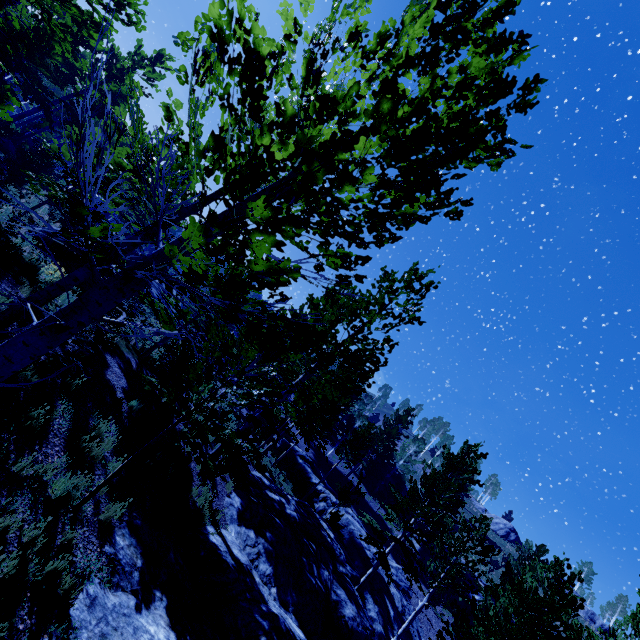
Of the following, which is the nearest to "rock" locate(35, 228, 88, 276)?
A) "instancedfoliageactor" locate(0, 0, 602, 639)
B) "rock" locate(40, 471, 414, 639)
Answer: "instancedfoliageactor" locate(0, 0, 602, 639)

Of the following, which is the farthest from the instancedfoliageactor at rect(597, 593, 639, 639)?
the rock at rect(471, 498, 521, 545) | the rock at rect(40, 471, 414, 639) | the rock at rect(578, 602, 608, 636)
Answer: the rock at rect(471, 498, 521, 545)

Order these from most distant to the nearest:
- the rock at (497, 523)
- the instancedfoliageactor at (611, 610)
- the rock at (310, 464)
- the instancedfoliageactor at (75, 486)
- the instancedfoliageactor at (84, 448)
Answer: the rock at (497, 523) < the rock at (310, 464) < the instancedfoliageactor at (84, 448) < the instancedfoliageactor at (75, 486) < the instancedfoliageactor at (611, 610)

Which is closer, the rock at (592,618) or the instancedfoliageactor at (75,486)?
the instancedfoliageactor at (75,486)

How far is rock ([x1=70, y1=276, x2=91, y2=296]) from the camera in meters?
10.3

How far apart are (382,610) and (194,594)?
17.62m

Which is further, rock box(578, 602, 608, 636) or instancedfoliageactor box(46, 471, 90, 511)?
rock box(578, 602, 608, 636)

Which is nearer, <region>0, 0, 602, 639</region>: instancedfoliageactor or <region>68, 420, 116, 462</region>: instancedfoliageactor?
<region>0, 0, 602, 639</region>: instancedfoliageactor
